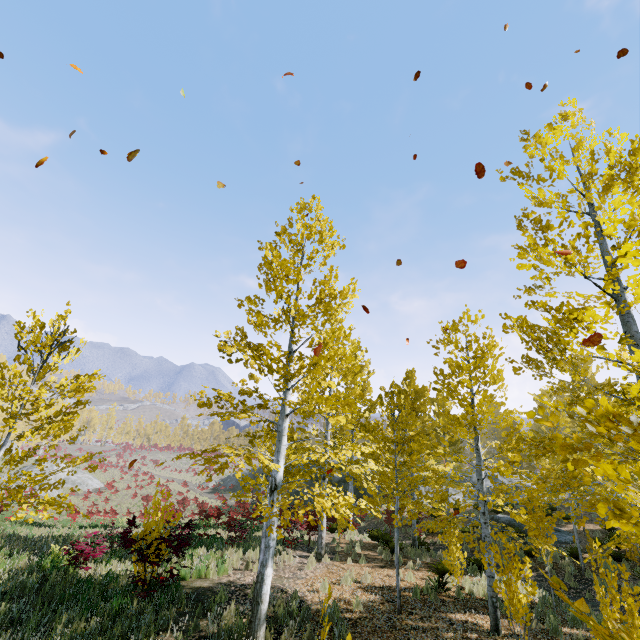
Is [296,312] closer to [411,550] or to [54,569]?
[54,569]

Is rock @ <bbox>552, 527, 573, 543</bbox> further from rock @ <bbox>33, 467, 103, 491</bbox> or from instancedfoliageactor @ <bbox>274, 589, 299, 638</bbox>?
rock @ <bbox>33, 467, 103, 491</bbox>

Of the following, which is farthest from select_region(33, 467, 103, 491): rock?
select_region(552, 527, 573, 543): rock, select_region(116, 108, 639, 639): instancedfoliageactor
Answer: select_region(552, 527, 573, 543): rock

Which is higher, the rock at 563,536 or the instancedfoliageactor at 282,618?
the rock at 563,536

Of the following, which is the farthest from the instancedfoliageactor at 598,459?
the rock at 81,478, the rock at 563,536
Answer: the rock at 81,478

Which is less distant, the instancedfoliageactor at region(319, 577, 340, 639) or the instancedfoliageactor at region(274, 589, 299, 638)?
the instancedfoliageactor at region(319, 577, 340, 639)

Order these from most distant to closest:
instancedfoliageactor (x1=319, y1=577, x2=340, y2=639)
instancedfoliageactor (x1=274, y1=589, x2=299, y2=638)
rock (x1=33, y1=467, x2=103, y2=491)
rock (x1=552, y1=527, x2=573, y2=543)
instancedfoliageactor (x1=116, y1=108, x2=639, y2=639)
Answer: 1. rock (x1=33, y1=467, x2=103, y2=491)
2. rock (x1=552, y1=527, x2=573, y2=543)
3. instancedfoliageactor (x1=274, y1=589, x2=299, y2=638)
4. instancedfoliageactor (x1=116, y1=108, x2=639, y2=639)
5. instancedfoliageactor (x1=319, y1=577, x2=340, y2=639)
